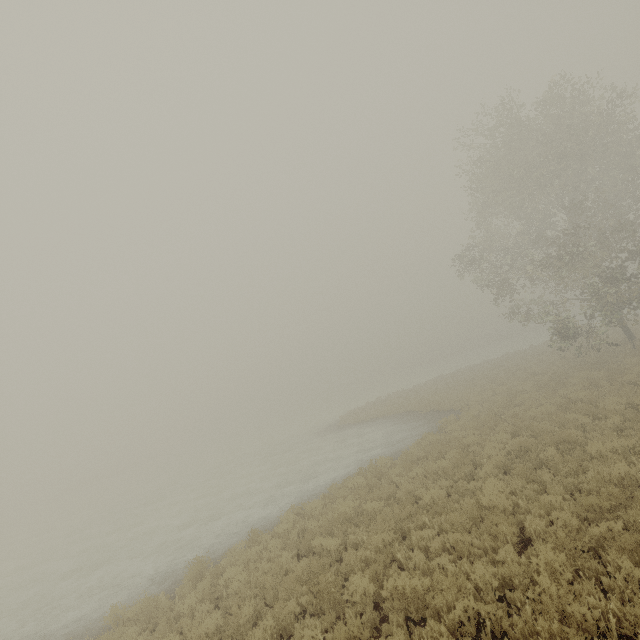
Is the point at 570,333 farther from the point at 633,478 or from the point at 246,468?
the point at 246,468
